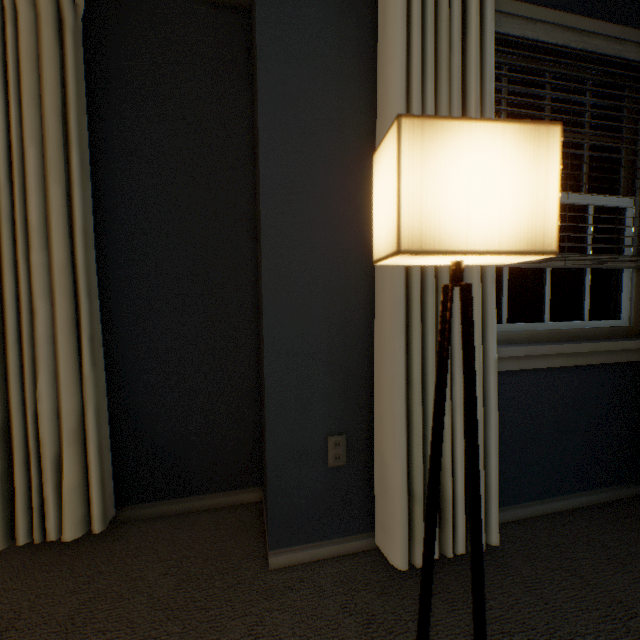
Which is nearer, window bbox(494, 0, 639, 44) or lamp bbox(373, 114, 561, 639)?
lamp bbox(373, 114, 561, 639)

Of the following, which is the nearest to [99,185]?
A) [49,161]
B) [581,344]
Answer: [49,161]

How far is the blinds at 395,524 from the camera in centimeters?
112cm

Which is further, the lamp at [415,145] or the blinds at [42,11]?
the blinds at [42,11]

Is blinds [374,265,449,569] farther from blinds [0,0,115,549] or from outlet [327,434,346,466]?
blinds [0,0,115,549]

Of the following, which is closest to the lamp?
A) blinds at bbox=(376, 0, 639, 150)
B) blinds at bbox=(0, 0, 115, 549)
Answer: blinds at bbox=(376, 0, 639, 150)
